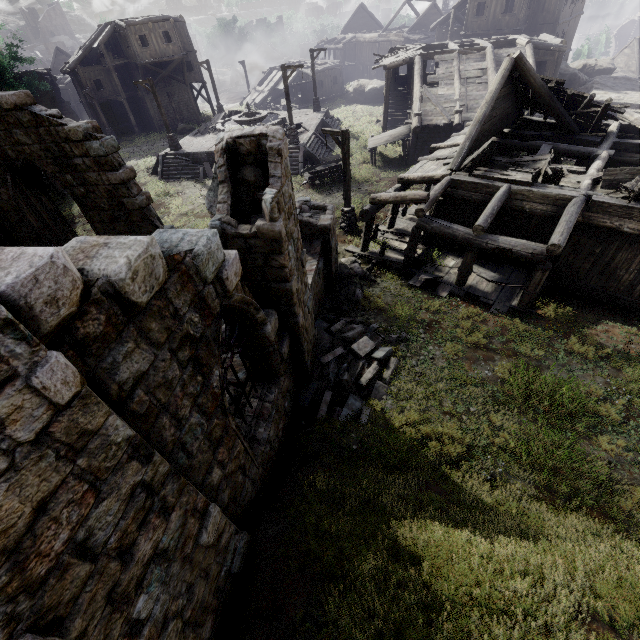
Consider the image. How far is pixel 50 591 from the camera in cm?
183

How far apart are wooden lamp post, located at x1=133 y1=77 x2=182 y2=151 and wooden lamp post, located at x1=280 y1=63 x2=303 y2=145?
9.12m

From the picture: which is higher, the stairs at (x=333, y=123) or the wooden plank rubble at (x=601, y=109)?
the wooden plank rubble at (x=601, y=109)

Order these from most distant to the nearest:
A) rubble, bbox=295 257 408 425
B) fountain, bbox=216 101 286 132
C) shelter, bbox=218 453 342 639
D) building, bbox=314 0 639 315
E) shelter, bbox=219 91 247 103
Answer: shelter, bbox=219 91 247 103 < fountain, bbox=216 101 286 132 < building, bbox=314 0 639 315 < rubble, bbox=295 257 408 425 < shelter, bbox=218 453 342 639

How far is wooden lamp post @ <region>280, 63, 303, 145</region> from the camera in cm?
2111

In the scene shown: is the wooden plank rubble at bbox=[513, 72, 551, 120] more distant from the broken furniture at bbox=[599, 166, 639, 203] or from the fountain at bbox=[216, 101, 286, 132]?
the fountain at bbox=[216, 101, 286, 132]

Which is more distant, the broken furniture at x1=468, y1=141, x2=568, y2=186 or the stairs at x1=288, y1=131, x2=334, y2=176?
the stairs at x1=288, y1=131, x2=334, y2=176

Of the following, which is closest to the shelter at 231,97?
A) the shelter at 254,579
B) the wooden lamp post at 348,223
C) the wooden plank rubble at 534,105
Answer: the wooden lamp post at 348,223
